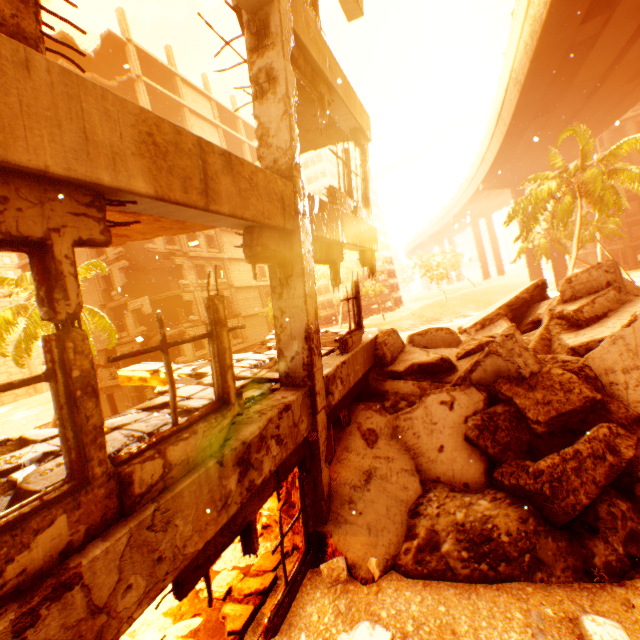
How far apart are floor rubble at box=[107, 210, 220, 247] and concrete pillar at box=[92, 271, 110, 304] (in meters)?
23.23

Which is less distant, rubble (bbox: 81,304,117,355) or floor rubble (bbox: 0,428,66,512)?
floor rubble (bbox: 0,428,66,512)

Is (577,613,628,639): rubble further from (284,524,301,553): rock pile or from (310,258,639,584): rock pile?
(284,524,301,553): rock pile

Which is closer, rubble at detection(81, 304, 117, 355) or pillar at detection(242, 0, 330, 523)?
pillar at detection(242, 0, 330, 523)

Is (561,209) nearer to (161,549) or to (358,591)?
(358,591)

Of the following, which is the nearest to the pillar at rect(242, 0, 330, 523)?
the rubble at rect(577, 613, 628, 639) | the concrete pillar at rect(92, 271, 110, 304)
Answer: the rubble at rect(577, 613, 628, 639)

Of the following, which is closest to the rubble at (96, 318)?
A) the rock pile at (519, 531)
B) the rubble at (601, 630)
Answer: the rock pile at (519, 531)

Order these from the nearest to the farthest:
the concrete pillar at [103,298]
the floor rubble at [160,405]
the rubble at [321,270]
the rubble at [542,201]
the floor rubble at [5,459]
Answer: the floor rubble at [5,459]
the floor rubble at [160,405]
the rubble at [542,201]
the concrete pillar at [103,298]
the rubble at [321,270]
